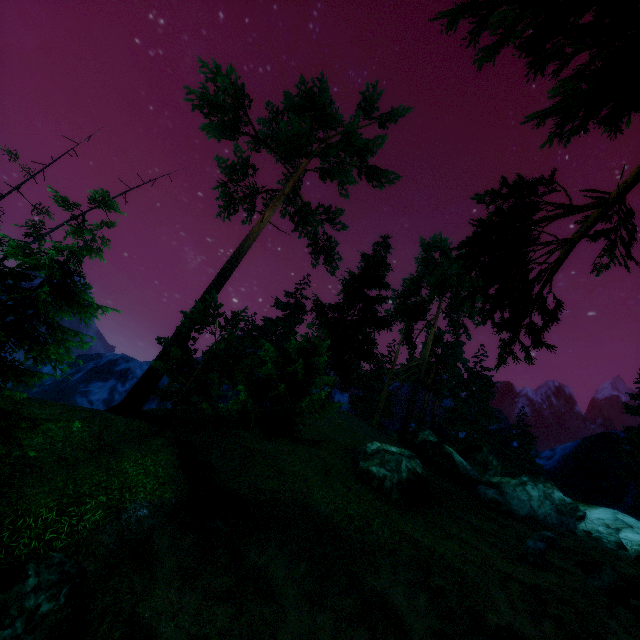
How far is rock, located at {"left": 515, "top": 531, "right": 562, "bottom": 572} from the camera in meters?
12.3 m

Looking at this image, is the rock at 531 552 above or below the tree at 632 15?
below

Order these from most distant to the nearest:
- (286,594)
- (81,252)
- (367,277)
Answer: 1. (367,277)
2. (81,252)
3. (286,594)

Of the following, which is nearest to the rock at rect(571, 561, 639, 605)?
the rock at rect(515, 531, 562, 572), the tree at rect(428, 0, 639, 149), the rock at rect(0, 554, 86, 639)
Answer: the rock at rect(515, 531, 562, 572)

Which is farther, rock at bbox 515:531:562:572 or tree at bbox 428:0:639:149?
rock at bbox 515:531:562:572

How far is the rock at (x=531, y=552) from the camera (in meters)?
12.29

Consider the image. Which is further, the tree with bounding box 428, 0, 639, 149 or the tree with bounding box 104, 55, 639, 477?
the tree with bounding box 104, 55, 639, 477

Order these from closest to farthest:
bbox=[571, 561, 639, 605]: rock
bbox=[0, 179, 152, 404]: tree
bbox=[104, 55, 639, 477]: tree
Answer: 1. bbox=[104, 55, 639, 477]: tree
2. bbox=[571, 561, 639, 605]: rock
3. bbox=[0, 179, 152, 404]: tree
